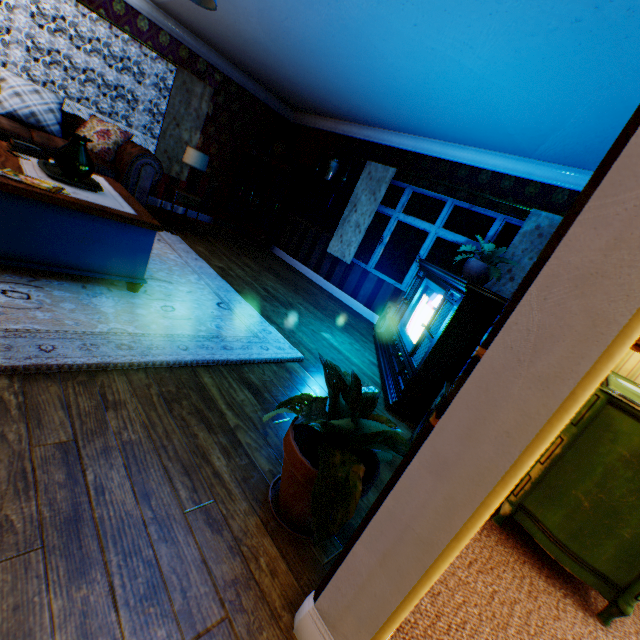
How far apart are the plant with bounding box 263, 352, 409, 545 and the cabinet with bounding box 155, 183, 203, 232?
5.34m

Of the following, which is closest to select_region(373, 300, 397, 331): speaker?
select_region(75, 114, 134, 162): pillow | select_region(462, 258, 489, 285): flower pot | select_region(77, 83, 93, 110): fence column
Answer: select_region(462, 258, 489, 285): flower pot

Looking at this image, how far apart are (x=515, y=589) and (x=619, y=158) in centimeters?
223cm

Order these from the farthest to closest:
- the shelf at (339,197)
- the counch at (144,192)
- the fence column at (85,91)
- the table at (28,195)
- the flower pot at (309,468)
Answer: the fence column at (85,91), the shelf at (339,197), the counch at (144,192), the table at (28,195), the flower pot at (309,468)

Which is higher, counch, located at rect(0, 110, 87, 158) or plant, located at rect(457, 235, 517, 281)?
plant, located at rect(457, 235, 517, 281)

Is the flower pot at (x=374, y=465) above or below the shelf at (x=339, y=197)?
below

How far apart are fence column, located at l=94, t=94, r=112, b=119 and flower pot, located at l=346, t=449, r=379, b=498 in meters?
14.3 m

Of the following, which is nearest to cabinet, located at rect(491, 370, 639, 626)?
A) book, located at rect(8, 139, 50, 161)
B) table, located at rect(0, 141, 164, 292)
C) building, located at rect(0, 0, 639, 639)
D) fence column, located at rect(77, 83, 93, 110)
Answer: building, located at rect(0, 0, 639, 639)
